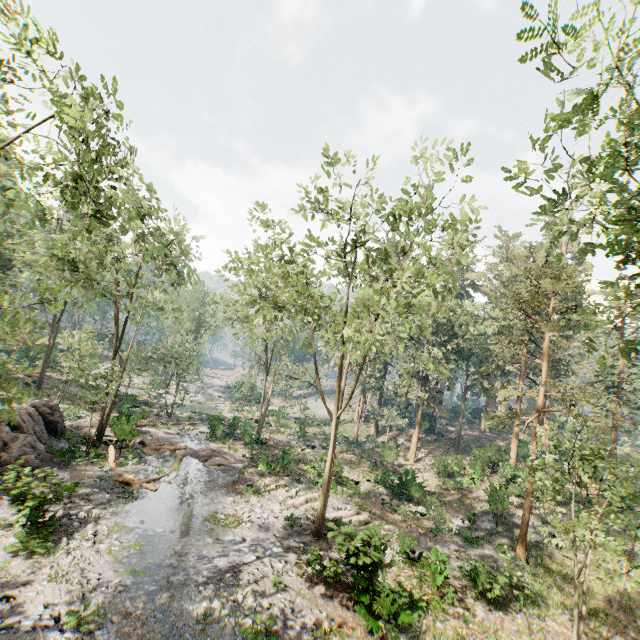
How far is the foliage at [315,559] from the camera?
13.80m

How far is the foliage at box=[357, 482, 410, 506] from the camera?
24.90m

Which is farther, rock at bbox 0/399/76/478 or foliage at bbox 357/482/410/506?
foliage at bbox 357/482/410/506

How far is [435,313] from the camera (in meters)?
34.66

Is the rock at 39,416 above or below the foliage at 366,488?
above

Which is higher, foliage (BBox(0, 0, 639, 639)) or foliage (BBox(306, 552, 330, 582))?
foliage (BBox(0, 0, 639, 639))

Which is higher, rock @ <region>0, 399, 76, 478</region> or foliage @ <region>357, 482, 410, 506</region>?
rock @ <region>0, 399, 76, 478</region>
